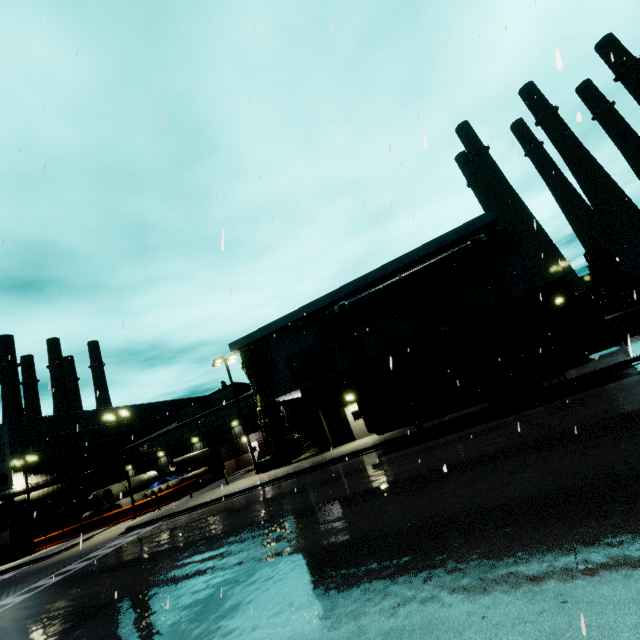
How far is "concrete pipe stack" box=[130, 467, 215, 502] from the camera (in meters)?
33.47

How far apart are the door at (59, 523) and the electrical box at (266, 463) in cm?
1950

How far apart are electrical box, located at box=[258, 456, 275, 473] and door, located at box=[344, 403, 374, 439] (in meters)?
6.78

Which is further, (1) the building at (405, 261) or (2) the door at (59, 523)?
(2) the door at (59, 523)

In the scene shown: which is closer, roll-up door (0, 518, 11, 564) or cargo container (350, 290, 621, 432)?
cargo container (350, 290, 621, 432)

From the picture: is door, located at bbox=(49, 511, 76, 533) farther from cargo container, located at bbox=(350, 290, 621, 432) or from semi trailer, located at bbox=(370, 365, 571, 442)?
semi trailer, located at bbox=(370, 365, 571, 442)

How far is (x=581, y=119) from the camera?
2.1 meters

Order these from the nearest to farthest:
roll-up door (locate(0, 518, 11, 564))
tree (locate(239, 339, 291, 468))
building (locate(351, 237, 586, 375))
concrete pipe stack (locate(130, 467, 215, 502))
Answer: building (locate(351, 237, 586, 375)) → tree (locate(239, 339, 291, 468)) → concrete pipe stack (locate(130, 467, 215, 502)) → roll-up door (locate(0, 518, 11, 564))
